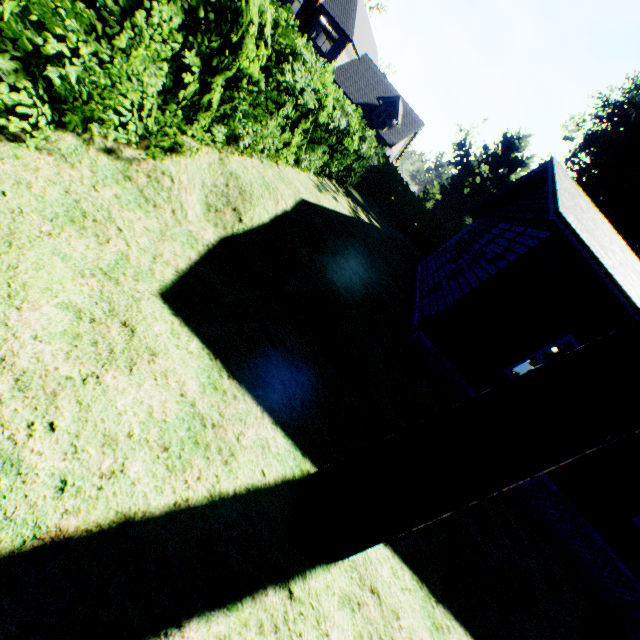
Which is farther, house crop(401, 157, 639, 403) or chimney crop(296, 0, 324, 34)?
chimney crop(296, 0, 324, 34)

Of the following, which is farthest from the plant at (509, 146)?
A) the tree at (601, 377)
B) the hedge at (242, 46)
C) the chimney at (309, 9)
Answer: the hedge at (242, 46)

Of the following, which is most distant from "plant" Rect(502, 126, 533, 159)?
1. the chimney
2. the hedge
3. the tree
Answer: the hedge

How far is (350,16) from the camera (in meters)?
33.19

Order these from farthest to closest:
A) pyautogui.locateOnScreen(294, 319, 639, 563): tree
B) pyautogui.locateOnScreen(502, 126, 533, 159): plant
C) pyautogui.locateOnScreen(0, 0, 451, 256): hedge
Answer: pyautogui.locateOnScreen(502, 126, 533, 159): plant → pyautogui.locateOnScreen(0, 0, 451, 256): hedge → pyautogui.locateOnScreen(294, 319, 639, 563): tree

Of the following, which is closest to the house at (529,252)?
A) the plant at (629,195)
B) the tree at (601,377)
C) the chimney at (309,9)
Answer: the tree at (601,377)

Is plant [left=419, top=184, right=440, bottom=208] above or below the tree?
above
